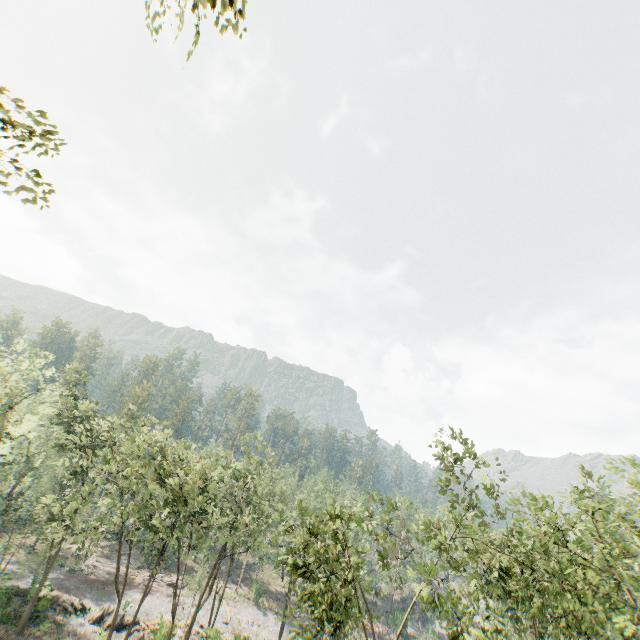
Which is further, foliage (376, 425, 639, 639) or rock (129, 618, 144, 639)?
rock (129, 618, 144, 639)

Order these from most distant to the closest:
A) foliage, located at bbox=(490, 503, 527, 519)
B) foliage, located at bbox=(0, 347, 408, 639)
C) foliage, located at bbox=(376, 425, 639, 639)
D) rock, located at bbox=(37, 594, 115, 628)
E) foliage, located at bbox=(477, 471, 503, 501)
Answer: rock, located at bbox=(37, 594, 115, 628) → foliage, located at bbox=(477, 471, 503, 501) → foliage, located at bbox=(0, 347, 408, 639) → foliage, located at bbox=(490, 503, 527, 519) → foliage, located at bbox=(376, 425, 639, 639)

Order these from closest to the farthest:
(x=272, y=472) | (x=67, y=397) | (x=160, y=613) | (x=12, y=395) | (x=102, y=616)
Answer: (x=102, y=616), (x=12, y=395), (x=67, y=397), (x=160, y=613), (x=272, y=472)

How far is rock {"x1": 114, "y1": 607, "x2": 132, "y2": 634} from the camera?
33.0 meters

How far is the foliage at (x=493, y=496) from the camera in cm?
1622

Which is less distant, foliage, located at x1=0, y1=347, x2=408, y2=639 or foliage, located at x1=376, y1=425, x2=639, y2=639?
foliage, located at x1=376, y1=425, x2=639, y2=639

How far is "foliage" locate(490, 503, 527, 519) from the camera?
14.36m

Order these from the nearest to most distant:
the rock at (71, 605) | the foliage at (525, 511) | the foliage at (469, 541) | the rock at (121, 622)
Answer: the foliage at (469, 541)
the foliage at (525, 511)
the rock at (71, 605)
the rock at (121, 622)
